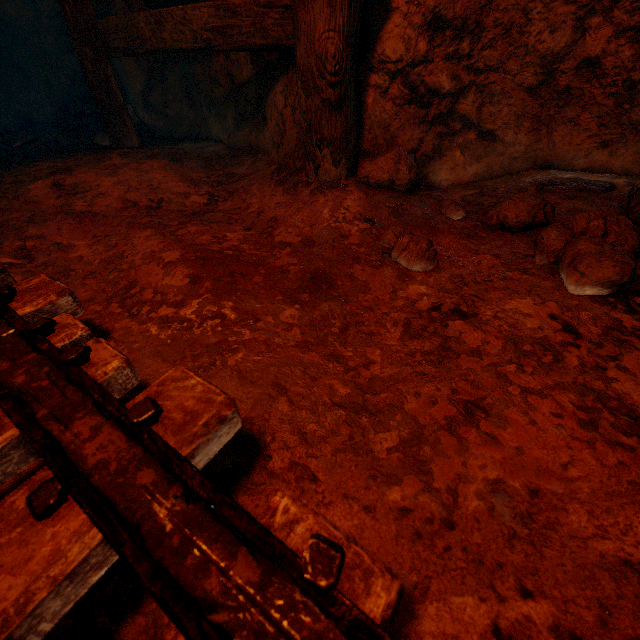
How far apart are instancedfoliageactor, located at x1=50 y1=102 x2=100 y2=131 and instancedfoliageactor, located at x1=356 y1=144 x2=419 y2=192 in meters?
4.0

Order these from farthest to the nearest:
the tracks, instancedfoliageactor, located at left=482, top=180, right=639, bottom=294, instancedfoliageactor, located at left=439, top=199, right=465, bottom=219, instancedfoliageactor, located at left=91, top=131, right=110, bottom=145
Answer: instancedfoliageactor, located at left=91, top=131, right=110, bottom=145 < instancedfoliageactor, located at left=439, top=199, right=465, bottom=219 < instancedfoliageactor, located at left=482, top=180, right=639, bottom=294 < the tracks

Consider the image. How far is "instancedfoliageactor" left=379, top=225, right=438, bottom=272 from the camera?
1.39m

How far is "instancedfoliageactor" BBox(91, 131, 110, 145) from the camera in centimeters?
380cm

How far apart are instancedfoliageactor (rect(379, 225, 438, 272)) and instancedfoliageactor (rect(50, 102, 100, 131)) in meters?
4.6 m

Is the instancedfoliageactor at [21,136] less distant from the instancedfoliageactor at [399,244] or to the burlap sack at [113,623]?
the burlap sack at [113,623]

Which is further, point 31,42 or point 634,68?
point 31,42

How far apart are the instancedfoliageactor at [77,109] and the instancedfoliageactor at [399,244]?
4.6m
